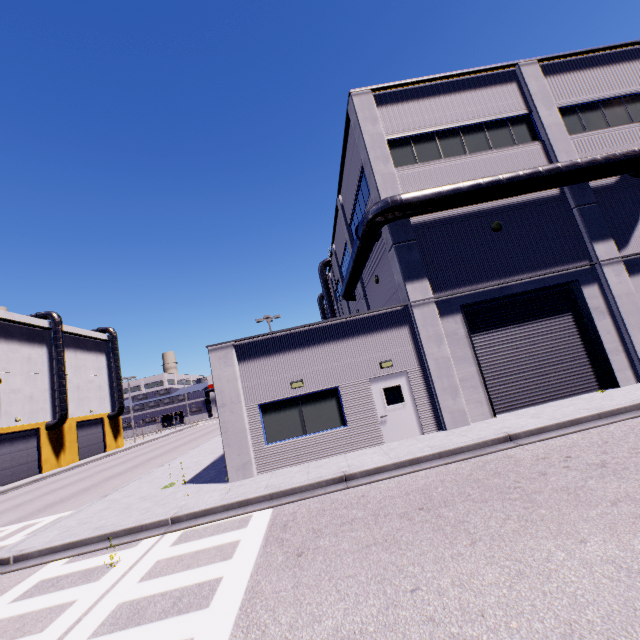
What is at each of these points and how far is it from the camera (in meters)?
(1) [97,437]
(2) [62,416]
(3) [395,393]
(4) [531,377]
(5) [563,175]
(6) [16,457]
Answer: (1) roll-up door, 40.69
(2) vent duct, 33.31
(3) door, 12.18
(4) roll-up door, 12.59
(5) vent duct, 12.76
(6) roll-up door, 29.69

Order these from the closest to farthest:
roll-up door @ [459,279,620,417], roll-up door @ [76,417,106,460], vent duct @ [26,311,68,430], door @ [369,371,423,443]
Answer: door @ [369,371,423,443], roll-up door @ [459,279,620,417], vent duct @ [26,311,68,430], roll-up door @ [76,417,106,460]

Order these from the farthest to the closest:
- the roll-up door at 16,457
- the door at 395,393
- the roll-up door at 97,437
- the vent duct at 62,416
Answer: the roll-up door at 97,437
the vent duct at 62,416
the roll-up door at 16,457
the door at 395,393

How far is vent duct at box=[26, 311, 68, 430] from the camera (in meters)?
33.28

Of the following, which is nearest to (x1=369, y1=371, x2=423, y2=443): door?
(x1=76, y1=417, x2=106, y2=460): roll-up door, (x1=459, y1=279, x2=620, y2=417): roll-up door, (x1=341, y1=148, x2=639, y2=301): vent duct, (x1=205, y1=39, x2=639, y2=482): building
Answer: (x1=205, y1=39, x2=639, y2=482): building

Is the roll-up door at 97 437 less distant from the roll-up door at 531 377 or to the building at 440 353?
the building at 440 353

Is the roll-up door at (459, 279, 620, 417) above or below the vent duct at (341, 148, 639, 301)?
below
